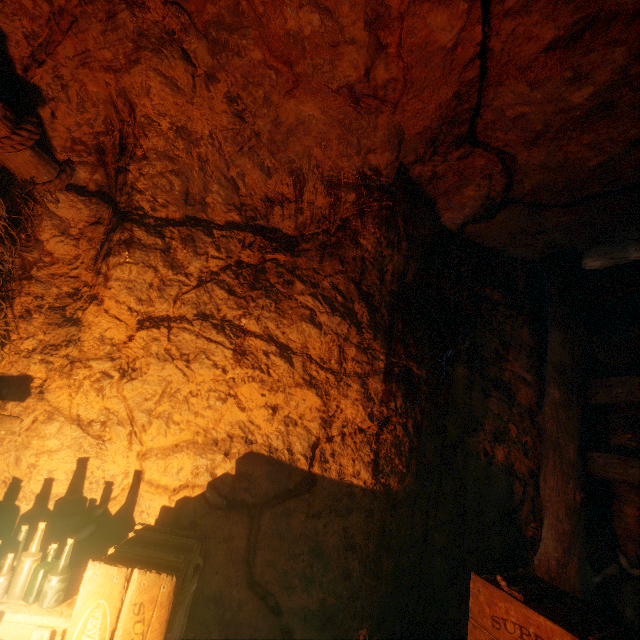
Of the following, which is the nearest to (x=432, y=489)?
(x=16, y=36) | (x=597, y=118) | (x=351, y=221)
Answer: (x=351, y=221)

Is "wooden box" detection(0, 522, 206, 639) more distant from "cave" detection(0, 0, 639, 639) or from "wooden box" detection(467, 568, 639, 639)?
"wooden box" detection(467, 568, 639, 639)

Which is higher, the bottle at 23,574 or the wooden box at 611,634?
the wooden box at 611,634

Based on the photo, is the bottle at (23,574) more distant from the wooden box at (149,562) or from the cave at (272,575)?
the cave at (272,575)

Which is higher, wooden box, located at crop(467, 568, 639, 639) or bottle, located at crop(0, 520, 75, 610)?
wooden box, located at crop(467, 568, 639, 639)

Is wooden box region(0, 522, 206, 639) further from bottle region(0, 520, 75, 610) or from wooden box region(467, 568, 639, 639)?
wooden box region(467, 568, 639, 639)
